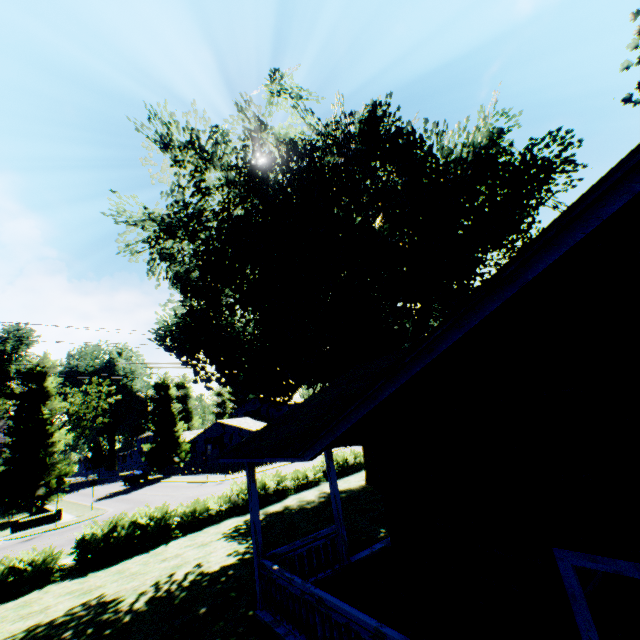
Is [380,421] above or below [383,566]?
above

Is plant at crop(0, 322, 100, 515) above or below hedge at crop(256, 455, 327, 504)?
above

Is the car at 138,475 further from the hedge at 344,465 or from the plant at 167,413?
the hedge at 344,465

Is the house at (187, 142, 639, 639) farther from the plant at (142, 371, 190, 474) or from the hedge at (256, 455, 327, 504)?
the hedge at (256, 455, 327, 504)

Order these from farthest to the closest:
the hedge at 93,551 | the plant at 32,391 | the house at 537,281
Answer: the plant at 32,391 → the hedge at 93,551 → the house at 537,281

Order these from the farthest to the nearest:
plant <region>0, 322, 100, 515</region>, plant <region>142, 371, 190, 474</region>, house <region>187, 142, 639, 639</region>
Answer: plant <region>142, 371, 190, 474</region> → plant <region>0, 322, 100, 515</region> → house <region>187, 142, 639, 639</region>

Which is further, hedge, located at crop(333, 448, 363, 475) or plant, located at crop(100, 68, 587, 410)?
hedge, located at crop(333, 448, 363, 475)

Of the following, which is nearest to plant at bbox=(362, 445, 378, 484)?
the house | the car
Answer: the car
